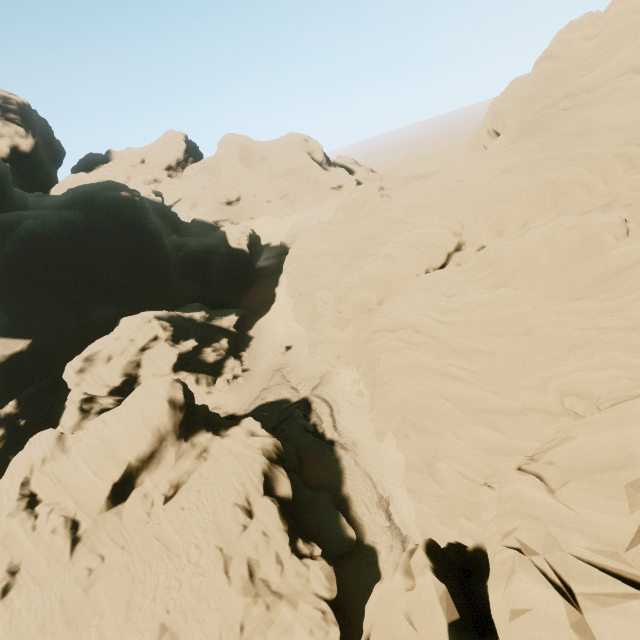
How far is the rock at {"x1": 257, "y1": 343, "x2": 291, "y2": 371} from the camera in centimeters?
4191cm

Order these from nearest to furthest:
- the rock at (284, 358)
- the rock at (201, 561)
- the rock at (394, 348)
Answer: the rock at (394, 348) < the rock at (201, 561) < the rock at (284, 358)

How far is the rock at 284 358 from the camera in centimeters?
4191cm

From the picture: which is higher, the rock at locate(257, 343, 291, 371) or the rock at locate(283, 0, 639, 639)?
the rock at locate(283, 0, 639, 639)

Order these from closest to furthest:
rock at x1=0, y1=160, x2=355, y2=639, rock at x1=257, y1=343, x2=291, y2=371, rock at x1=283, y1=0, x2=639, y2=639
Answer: rock at x1=283, y1=0, x2=639, y2=639 < rock at x1=0, y1=160, x2=355, y2=639 < rock at x1=257, y1=343, x2=291, y2=371

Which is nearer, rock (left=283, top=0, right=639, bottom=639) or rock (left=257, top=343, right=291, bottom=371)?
rock (left=283, top=0, right=639, bottom=639)

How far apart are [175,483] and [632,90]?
40.8m
